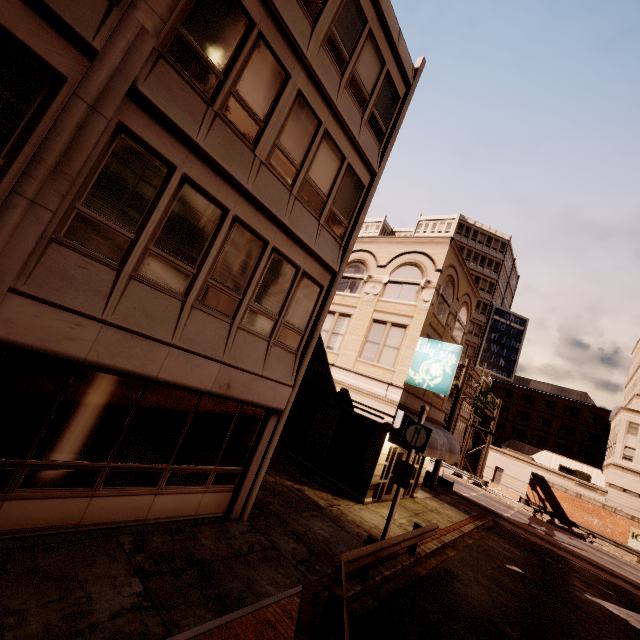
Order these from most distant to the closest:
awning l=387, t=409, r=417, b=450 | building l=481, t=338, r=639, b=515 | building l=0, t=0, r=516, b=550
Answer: building l=481, t=338, r=639, b=515 < awning l=387, t=409, r=417, b=450 < building l=0, t=0, r=516, b=550

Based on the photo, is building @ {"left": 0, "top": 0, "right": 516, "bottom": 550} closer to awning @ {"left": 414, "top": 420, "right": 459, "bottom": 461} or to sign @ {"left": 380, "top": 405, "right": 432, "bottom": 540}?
awning @ {"left": 414, "top": 420, "right": 459, "bottom": 461}

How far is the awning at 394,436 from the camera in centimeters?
1420cm

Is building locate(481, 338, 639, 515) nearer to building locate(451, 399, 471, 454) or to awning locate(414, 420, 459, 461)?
building locate(451, 399, 471, 454)

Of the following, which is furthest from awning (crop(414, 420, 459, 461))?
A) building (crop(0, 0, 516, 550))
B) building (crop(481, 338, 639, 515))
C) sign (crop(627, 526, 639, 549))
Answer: building (crop(481, 338, 639, 515))

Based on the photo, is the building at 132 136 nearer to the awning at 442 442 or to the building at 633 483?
the awning at 442 442

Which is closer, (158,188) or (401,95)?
(158,188)

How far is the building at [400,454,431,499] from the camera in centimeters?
1820cm
